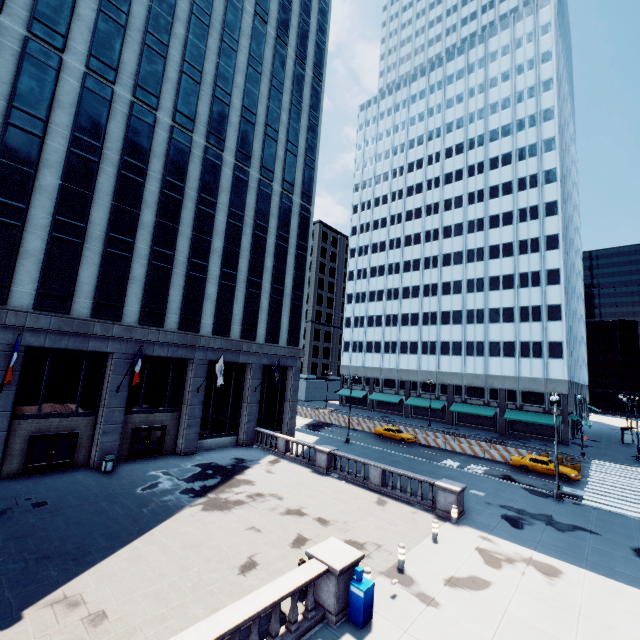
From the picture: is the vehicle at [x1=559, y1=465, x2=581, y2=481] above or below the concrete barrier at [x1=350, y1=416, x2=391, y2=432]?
below

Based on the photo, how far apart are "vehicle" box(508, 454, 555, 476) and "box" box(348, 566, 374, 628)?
26.1 meters

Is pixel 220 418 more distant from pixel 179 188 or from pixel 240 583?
pixel 179 188

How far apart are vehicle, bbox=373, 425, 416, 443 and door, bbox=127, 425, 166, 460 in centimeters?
2454cm

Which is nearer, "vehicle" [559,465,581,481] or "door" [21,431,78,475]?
"door" [21,431,78,475]

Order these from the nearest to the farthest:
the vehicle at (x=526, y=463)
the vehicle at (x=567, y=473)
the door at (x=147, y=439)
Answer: the door at (x=147, y=439)
the vehicle at (x=567, y=473)
the vehicle at (x=526, y=463)

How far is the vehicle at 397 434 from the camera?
37.7 meters
